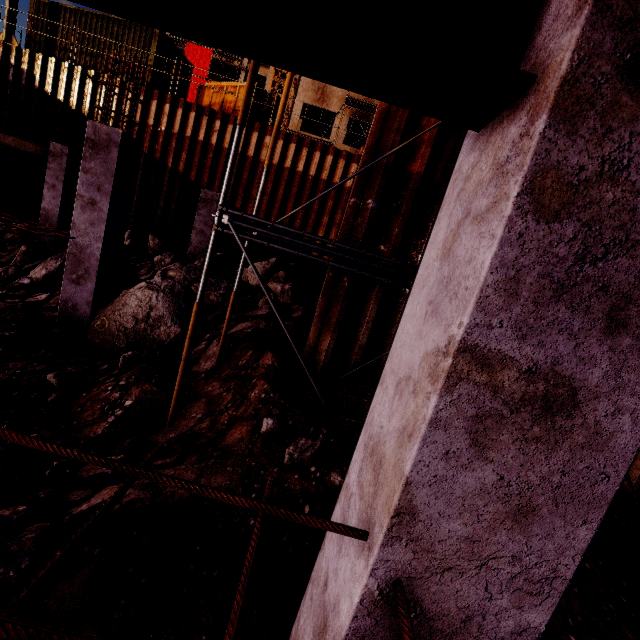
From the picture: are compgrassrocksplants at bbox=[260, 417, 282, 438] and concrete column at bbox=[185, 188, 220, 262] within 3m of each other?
no

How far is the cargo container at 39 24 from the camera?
13.29m

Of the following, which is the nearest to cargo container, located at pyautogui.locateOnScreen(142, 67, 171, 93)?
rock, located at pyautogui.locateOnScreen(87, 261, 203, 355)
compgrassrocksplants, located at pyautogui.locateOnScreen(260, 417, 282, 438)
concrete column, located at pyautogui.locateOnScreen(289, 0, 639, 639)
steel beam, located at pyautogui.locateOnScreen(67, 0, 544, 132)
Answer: rock, located at pyautogui.locateOnScreen(87, 261, 203, 355)

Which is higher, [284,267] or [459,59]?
[459,59]

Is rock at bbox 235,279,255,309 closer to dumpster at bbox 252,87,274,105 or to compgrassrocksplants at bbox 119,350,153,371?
compgrassrocksplants at bbox 119,350,153,371

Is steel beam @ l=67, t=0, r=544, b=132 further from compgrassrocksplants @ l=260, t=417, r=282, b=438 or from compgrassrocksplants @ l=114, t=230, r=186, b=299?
compgrassrocksplants @ l=114, t=230, r=186, b=299

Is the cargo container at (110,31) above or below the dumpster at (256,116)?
above

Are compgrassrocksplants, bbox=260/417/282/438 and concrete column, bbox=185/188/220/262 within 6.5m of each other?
no
